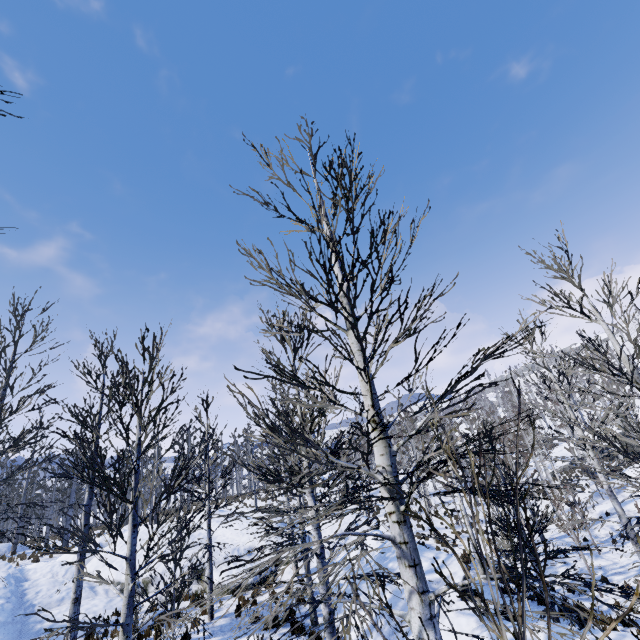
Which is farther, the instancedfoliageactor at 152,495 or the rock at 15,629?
the rock at 15,629

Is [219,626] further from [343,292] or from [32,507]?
[343,292]

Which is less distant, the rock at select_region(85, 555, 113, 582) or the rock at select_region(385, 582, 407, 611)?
the rock at select_region(385, 582, 407, 611)

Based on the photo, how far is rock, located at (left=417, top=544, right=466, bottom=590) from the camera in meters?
10.5 m

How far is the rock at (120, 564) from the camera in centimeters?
1384cm

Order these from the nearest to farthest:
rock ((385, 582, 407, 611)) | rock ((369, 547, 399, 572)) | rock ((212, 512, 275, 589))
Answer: rock ((385, 582, 407, 611))
rock ((369, 547, 399, 572))
rock ((212, 512, 275, 589))

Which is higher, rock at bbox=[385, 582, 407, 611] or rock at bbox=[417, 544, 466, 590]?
rock at bbox=[417, 544, 466, 590]
